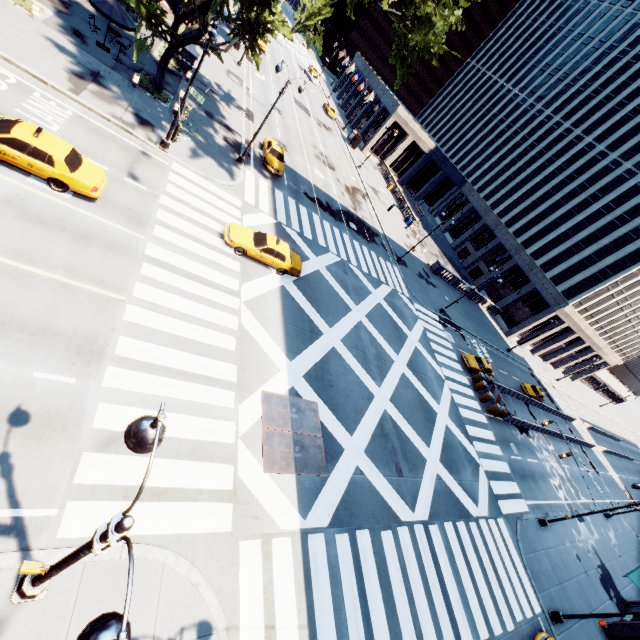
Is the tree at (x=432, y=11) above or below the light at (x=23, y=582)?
above

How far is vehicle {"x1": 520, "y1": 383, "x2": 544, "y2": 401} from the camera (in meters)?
41.33

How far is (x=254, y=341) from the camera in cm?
1590

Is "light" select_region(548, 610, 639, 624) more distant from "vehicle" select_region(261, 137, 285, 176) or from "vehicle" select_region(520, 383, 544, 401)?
"vehicle" select_region(261, 137, 285, 176)

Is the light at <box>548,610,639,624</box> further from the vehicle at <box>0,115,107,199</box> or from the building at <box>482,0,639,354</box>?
the building at <box>482,0,639,354</box>

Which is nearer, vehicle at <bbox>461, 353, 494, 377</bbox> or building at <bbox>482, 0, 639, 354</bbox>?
vehicle at <bbox>461, 353, 494, 377</bbox>

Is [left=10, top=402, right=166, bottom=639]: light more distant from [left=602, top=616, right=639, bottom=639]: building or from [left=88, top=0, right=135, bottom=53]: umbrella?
[left=602, top=616, right=639, bottom=639]: building

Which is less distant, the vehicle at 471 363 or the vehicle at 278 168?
the vehicle at 278 168
